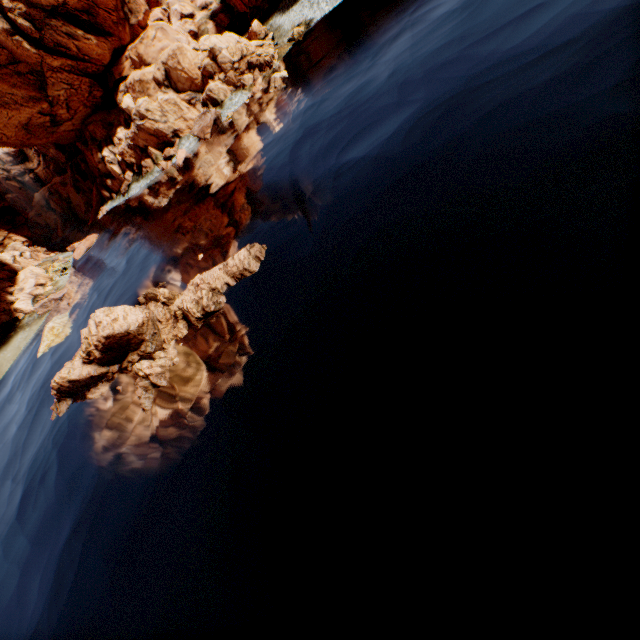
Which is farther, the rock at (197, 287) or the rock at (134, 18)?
the rock at (134, 18)

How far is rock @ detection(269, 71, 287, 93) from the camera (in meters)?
33.00

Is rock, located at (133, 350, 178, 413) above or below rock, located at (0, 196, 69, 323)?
below

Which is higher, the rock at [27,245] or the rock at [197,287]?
the rock at [27,245]

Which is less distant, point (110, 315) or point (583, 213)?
point (583, 213)

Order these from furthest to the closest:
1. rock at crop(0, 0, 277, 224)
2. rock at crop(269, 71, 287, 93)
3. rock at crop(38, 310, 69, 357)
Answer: rock at crop(0, 0, 277, 224), rock at crop(269, 71, 287, 93), rock at crop(38, 310, 69, 357)

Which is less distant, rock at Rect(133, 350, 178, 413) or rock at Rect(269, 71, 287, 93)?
rock at Rect(133, 350, 178, 413)

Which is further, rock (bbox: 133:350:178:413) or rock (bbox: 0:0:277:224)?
rock (bbox: 0:0:277:224)
